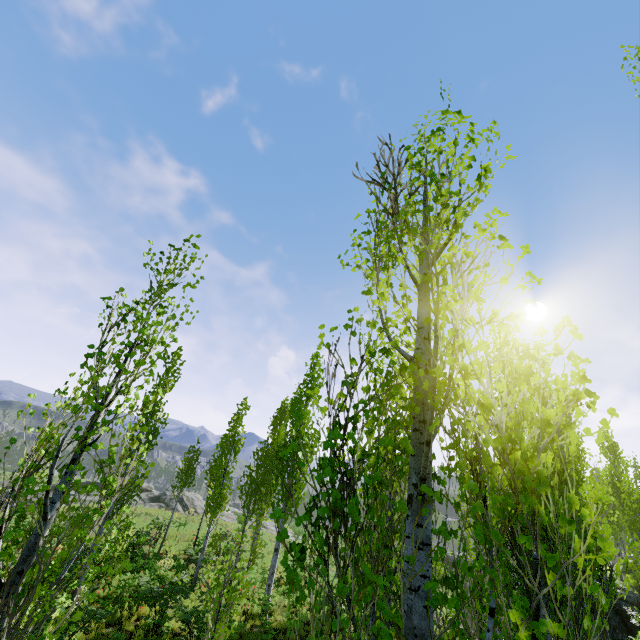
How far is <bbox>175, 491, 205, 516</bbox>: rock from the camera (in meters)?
31.45

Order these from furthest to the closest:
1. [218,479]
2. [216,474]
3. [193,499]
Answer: [193,499]
[216,474]
[218,479]

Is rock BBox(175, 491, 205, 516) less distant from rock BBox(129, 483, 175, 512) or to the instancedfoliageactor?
the instancedfoliageactor

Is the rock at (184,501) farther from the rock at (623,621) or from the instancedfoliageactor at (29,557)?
the rock at (623,621)

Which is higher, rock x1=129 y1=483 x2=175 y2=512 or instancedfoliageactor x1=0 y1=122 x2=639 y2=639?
instancedfoliageactor x1=0 y1=122 x2=639 y2=639

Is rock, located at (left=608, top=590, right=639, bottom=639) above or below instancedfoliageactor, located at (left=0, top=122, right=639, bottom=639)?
below

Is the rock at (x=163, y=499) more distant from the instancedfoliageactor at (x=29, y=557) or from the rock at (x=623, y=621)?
the rock at (x=623, y=621)

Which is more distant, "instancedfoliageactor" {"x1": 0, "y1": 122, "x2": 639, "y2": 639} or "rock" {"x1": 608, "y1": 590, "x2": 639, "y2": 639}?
"rock" {"x1": 608, "y1": 590, "x2": 639, "y2": 639}
